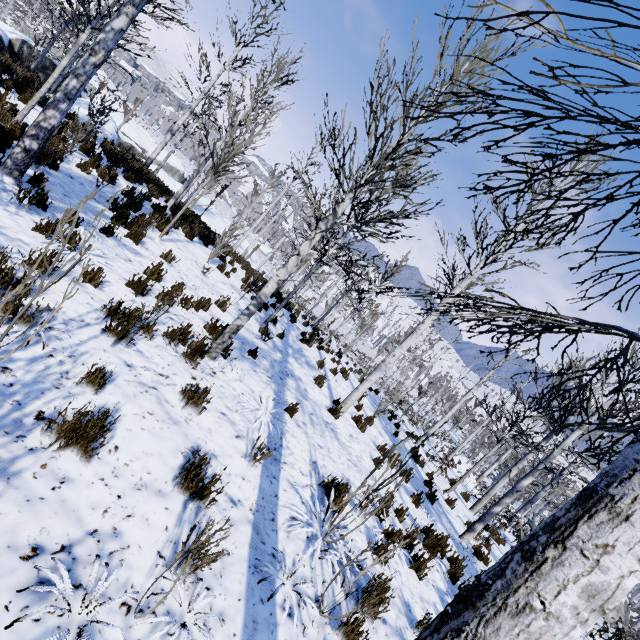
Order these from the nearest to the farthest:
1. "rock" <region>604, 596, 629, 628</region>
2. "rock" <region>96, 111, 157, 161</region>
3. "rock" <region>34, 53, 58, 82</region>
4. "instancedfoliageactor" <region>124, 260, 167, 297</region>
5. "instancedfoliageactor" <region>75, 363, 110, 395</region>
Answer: "instancedfoliageactor" <region>75, 363, 110, 395</region>
"instancedfoliageactor" <region>124, 260, 167, 297</region>
"rock" <region>96, 111, 157, 161</region>
"rock" <region>34, 53, 58, 82</region>
"rock" <region>604, 596, 629, 628</region>

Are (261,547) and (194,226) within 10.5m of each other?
no

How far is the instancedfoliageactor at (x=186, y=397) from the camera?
3.9 meters

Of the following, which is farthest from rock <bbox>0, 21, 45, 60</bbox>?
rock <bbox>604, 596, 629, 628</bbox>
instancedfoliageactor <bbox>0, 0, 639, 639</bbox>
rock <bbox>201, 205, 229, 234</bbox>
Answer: rock <bbox>604, 596, 629, 628</bbox>

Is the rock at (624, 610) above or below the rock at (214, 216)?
below

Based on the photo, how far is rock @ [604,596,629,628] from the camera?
27.2m

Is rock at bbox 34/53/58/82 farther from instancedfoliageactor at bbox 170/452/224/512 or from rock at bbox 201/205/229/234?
instancedfoliageactor at bbox 170/452/224/512
